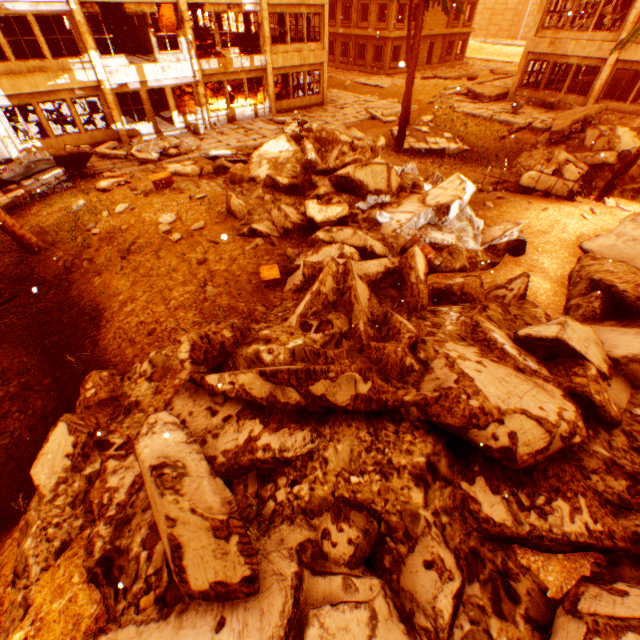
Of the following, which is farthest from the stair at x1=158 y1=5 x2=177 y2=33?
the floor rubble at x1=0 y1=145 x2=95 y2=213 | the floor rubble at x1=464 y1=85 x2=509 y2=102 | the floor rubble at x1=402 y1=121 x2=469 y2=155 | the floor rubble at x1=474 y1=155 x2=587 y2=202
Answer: the floor rubble at x1=474 y1=155 x2=587 y2=202

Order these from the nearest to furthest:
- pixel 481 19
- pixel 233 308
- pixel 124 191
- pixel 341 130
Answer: pixel 233 308 < pixel 124 191 < pixel 341 130 < pixel 481 19

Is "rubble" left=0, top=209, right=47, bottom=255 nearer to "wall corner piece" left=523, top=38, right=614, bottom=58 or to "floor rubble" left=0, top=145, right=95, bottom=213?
"floor rubble" left=0, top=145, right=95, bottom=213

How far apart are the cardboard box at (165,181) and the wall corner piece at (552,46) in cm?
2418

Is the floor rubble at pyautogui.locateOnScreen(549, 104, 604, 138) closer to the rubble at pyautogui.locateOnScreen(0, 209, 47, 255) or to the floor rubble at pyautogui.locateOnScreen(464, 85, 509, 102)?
the rubble at pyautogui.locateOnScreen(0, 209, 47, 255)

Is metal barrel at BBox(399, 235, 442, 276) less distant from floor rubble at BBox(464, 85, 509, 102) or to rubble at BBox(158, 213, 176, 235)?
rubble at BBox(158, 213, 176, 235)

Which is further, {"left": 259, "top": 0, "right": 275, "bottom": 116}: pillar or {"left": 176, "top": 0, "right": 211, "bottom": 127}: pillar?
{"left": 259, "top": 0, "right": 275, "bottom": 116}: pillar

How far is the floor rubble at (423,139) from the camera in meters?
16.9
